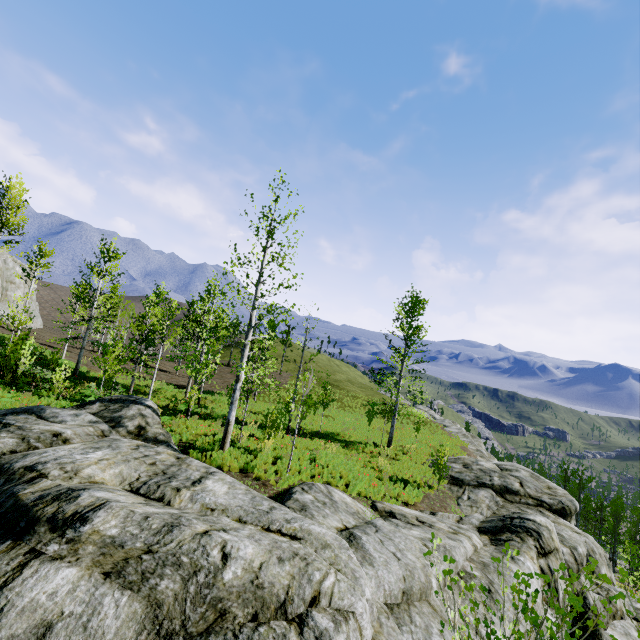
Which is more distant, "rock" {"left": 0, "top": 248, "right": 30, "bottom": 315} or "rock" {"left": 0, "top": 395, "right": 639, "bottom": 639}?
"rock" {"left": 0, "top": 248, "right": 30, "bottom": 315}

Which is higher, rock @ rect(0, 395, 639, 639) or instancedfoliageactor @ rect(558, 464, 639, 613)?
rock @ rect(0, 395, 639, 639)

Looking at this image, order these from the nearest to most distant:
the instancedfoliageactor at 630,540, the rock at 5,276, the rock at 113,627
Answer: the rock at 113,627, the instancedfoliageactor at 630,540, the rock at 5,276

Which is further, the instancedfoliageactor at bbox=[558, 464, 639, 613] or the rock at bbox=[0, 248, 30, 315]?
the rock at bbox=[0, 248, 30, 315]

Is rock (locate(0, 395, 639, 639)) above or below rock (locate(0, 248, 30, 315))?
below

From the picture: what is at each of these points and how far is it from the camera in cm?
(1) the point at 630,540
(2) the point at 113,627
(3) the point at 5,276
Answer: (1) instancedfoliageactor, 3572
(2) rock, 374
(3) rock, 4384

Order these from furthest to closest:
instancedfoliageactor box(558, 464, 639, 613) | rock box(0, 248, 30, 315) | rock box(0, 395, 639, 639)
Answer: rock box(0, 248, 30, 315), instancedfoliageactor box(558, 464, 639, 613), rock box(0, 395, 639, 639)

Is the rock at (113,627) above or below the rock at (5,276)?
below
